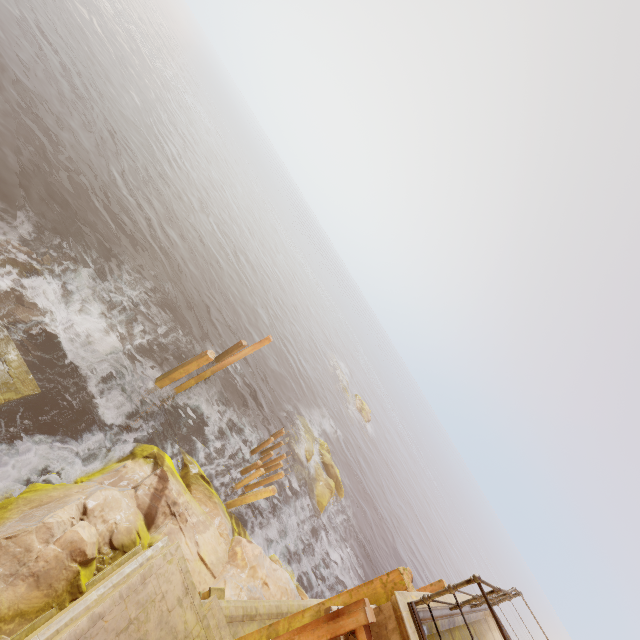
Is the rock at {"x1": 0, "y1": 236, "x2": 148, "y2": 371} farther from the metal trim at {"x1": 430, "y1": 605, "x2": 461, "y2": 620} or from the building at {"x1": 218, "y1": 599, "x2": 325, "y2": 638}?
the metal trim at {"x1": 430, "y1": 605, "x2": 461, "y2": 620}

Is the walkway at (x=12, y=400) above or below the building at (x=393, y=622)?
below

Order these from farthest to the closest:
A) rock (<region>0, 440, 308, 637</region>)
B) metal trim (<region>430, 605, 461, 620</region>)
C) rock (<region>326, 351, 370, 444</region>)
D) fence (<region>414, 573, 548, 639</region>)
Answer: rock (<region>326, 351, 370, 444</region>) → rock (<region>0, 440, 308, 637</region>) → metal trim (<region>430, 605, 461, 620</region>) → fence (<region>414, 573, 548, 639</region>)

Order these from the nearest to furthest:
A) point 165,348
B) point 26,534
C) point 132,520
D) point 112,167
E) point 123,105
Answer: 1. point 26,534
2. point 132,520
3. point 165,348
4. point 112,167
5. point 123,105

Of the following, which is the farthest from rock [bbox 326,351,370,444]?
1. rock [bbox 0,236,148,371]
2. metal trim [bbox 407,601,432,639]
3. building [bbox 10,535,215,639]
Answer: metal trim [bbox 407,601,432,639]

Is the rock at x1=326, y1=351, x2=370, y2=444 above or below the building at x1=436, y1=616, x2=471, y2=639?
below

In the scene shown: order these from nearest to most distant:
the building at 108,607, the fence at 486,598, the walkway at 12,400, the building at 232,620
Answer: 1. the fence at 486,598
2. the building at 108,607
3. the building at 232,620
4. the walkway at 12,400

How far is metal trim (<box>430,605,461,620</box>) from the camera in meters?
4.8
